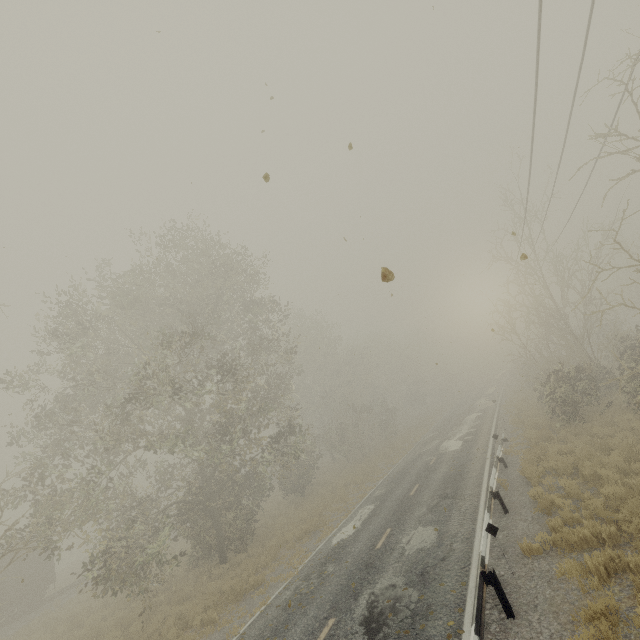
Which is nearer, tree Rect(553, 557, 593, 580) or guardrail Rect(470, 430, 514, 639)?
guardrail Rect(470, 430, 514, 639)

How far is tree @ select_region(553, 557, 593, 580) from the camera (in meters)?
7.04

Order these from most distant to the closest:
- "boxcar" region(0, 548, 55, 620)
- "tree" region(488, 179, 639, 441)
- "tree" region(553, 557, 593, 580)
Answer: "boxcar" region(0, 548, 55, 620) < "tree" region(488, 179, 639, 441) < "tree" region(553, 557, 593, 580)

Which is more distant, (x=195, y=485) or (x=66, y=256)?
(x=195, y=485)

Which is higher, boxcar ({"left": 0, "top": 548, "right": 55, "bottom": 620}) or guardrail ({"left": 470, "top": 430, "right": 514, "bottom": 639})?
boxcar ({"left": 0, "top": 548, "right": 55, "bottom": 620})

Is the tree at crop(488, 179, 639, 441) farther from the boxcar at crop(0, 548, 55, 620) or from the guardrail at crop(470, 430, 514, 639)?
the boxcar at crop(0, 548, 55, 620)

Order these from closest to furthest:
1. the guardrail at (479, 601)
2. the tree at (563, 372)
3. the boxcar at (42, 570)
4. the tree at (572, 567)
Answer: the guardrail at (479, 601) < the tree at (572, 567) < the tree at (563, 372) < the boxcar at (42, 570)

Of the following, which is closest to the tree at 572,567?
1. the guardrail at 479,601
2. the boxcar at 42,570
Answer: the guardrail at 479,601
